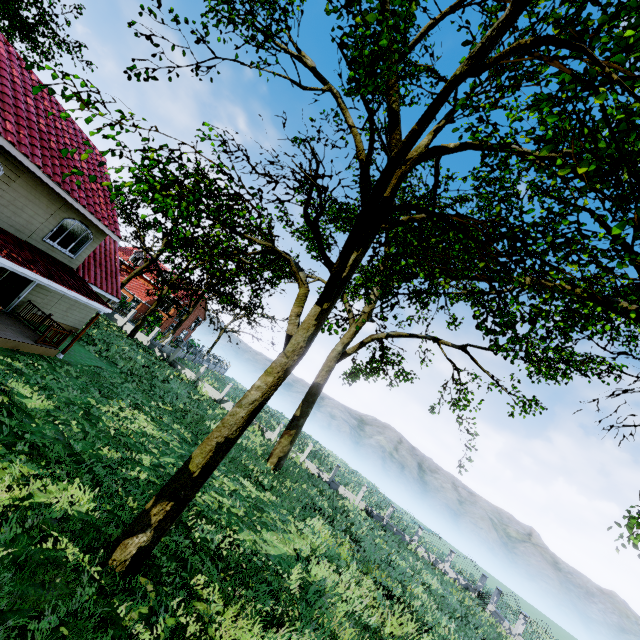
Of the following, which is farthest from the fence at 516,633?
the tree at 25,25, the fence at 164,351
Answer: the fence at 164,351

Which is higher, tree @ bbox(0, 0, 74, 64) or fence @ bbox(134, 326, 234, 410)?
tree @ bbox(0, 0, 74, 64)

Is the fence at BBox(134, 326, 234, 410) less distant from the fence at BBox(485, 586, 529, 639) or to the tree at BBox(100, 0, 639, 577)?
the tree at BBox(100, 0, 639, 577)

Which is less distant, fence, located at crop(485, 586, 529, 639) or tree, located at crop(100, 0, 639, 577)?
tree, located at crop(100, 0, 639, 577)

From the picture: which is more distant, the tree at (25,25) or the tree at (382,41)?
the tree at (25,25)

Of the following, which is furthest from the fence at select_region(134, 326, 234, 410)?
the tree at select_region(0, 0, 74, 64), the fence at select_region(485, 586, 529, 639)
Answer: the fence at select_region(485, 586, 529, 639)

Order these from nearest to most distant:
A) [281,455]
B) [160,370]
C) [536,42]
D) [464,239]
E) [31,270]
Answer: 1. [536,42]
2. [464,239]
3. [31,270]
4. [281,455]
5. [160,370]
